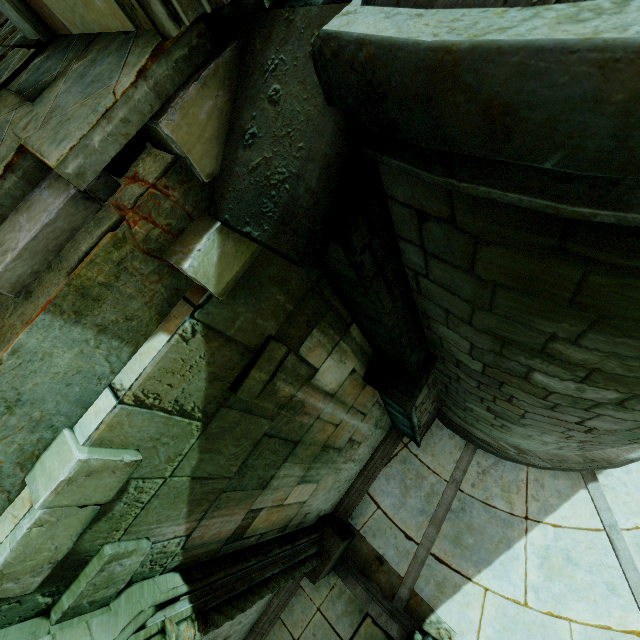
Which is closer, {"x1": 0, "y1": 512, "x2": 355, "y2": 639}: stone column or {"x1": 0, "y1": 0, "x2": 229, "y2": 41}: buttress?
{"x1": 0, "y1": 0, "x2": 229, "y2": 41}: buttress

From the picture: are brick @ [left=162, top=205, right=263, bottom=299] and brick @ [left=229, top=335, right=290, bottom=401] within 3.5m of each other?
yes

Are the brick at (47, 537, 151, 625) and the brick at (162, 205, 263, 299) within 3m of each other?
yes

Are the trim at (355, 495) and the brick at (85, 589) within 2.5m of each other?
no

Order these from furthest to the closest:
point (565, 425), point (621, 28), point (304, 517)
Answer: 1. point (304, 517)
2. point (565, 425)
3. point (621, 28)

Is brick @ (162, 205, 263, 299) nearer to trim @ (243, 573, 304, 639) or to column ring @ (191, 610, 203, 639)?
column ring @ (191, 610, 203, 639)

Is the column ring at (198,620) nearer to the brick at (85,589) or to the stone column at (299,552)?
the stone column at (299,552)

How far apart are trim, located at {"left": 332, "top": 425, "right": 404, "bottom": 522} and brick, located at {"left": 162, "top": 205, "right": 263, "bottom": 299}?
6.78m
